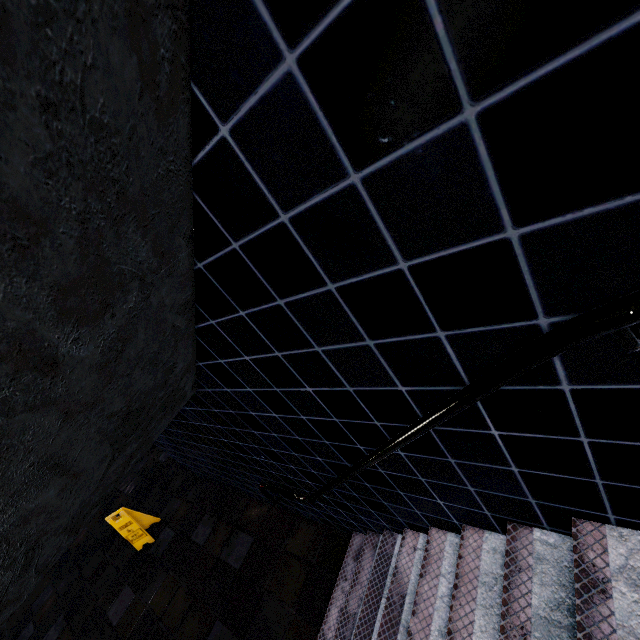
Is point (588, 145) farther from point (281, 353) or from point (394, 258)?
point (281, 353)
